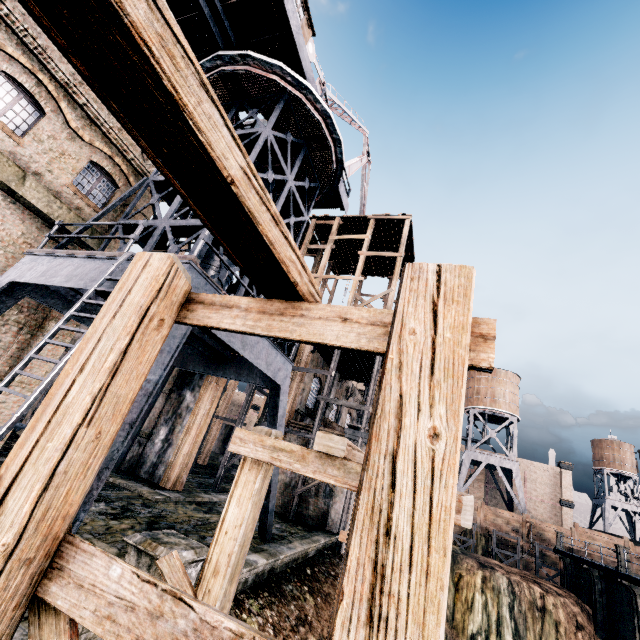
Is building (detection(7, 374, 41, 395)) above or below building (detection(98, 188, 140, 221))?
below

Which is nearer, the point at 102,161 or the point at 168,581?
the point at 168,581

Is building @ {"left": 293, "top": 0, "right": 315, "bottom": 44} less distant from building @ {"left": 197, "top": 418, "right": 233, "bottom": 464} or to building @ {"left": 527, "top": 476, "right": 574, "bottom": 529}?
building @ {"left": 197, "top": 418, "right": 233, "bottom": 464}

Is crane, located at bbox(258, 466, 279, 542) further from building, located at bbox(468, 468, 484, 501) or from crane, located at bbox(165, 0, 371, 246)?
building, located at bbox(468, 468, 484, 501)

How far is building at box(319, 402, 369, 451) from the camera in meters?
18.9 m

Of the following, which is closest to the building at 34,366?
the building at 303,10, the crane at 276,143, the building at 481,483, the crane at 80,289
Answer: the crane at 80,289

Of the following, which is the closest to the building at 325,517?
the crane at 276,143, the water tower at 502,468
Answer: the crane at 276,143

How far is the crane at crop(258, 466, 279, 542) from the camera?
11.9m
